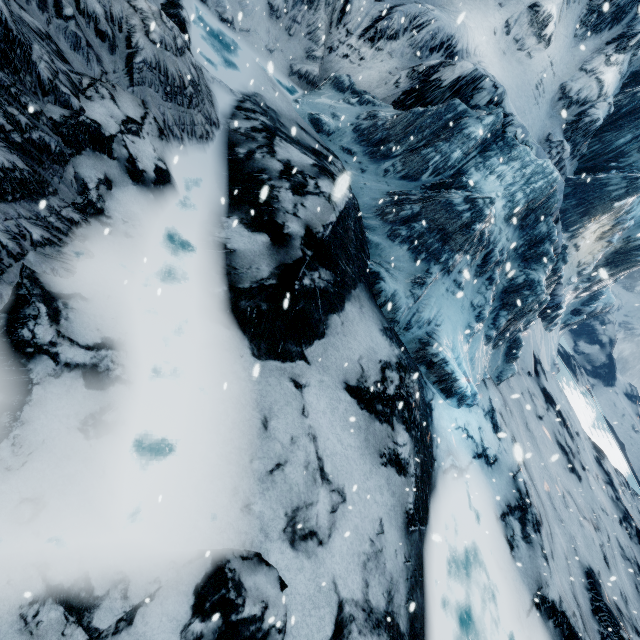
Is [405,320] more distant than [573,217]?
No
